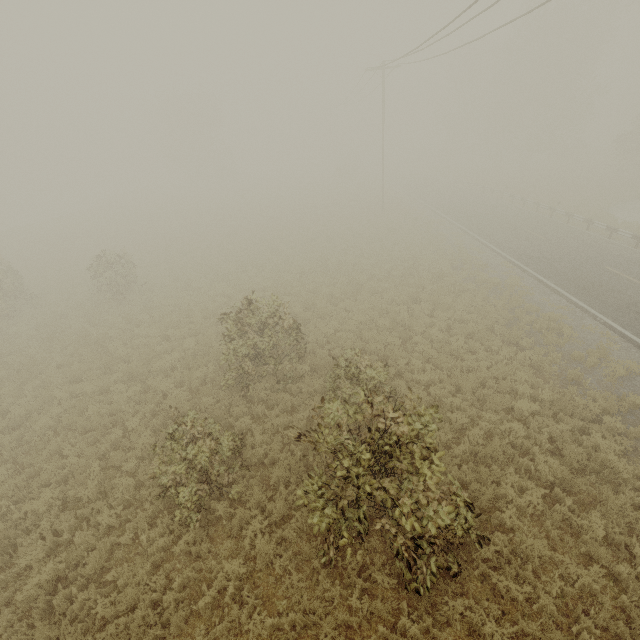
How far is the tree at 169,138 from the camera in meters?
48.4 m

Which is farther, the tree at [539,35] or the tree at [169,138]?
the tree at [169,138]

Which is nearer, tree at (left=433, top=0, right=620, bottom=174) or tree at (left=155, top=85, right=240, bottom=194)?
tree at (left=433, top=0, right=620, bottom=174)

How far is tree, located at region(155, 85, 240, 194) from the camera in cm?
4841

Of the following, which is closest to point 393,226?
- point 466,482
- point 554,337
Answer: point 554,337
